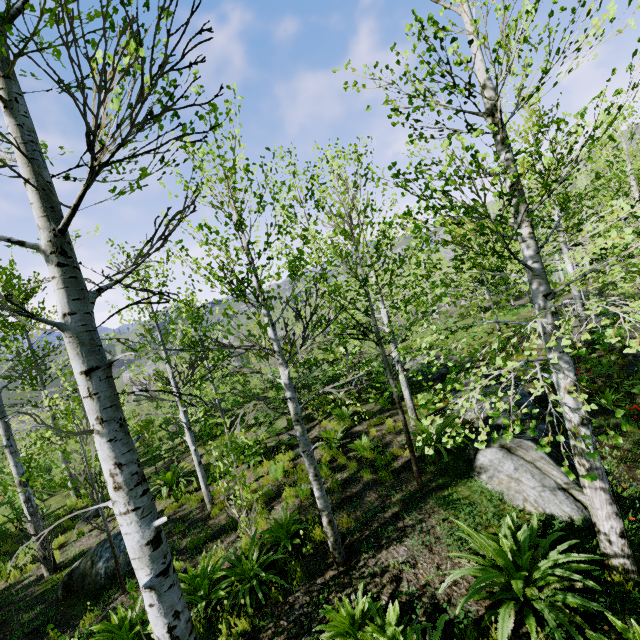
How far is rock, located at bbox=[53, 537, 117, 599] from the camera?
6.96m

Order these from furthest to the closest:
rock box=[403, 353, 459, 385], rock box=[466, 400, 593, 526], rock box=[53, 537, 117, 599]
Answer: A: rock box=[403, 353, 459, 385] < rock box=[53, 537, 117, 599] < rock box=[466, 400, 593, 526]

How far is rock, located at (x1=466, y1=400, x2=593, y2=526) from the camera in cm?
536

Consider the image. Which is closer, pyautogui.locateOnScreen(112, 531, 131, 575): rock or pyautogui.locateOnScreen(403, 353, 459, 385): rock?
pyautogui.locateOnScreen(112, 531, 131, 575): rock

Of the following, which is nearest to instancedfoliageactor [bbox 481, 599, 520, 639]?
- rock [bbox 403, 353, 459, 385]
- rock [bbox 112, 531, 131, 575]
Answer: rock [bbox 403, 353, 459, 385]

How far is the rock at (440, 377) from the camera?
13.02m

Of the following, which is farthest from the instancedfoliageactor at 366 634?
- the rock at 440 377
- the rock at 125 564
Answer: the rock at 125 564

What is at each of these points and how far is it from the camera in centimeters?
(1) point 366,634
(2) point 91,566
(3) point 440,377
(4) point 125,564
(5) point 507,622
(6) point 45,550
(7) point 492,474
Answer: (1) instancedfoliageactor, 377cm
(2) rock, 720cm
(3) rock, 1303cm
(4) rock, 714cm
(5) instancedfoliageactor, 358cm
(6) instancedfoliageactor, 810cm
(7) rock, 623cm
